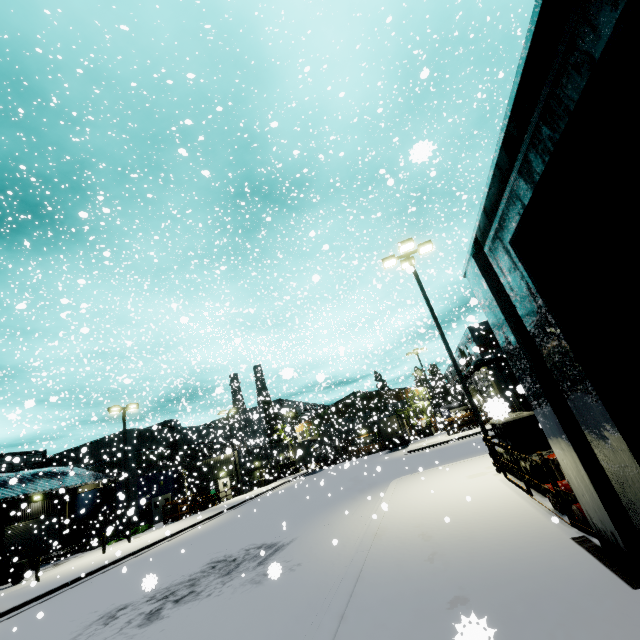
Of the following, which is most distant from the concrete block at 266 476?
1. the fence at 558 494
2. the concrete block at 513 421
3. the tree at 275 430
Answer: the fence at 558 494

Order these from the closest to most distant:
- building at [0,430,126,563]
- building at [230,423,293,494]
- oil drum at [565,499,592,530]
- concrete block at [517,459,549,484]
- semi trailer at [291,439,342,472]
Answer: oil drum at [565,499,592,530]
concrete block at [517,459,549,484]
building at [0,430,126,563]
semi trailer at [291,439,342,472]
building at [230,423,293,494]

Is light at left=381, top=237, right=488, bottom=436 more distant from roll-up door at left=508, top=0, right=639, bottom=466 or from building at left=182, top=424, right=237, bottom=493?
building at left=182, top=424, right=237, bottom=493

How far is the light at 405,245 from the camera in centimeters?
1269cm

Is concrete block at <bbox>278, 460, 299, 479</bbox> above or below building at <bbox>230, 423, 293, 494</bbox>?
below

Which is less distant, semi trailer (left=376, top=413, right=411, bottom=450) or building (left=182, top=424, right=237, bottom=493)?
building (left=182, top=424, right=237, bottom=493)

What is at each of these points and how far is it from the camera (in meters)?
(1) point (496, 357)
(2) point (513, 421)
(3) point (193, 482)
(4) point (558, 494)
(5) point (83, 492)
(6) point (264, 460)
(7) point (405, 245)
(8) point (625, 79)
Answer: (1) pipe, 35.62
(2) concrete block, 9.10
(3) building, 39.91
(4) fence, 5.89
(5) building, 34.50
(6) building, 45.03
(7) light, 14.46
(8) roll-up door, 2.36

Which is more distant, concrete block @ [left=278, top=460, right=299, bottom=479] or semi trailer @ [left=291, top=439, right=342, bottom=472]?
concrete block @ [left=278, top=460, right=299, bottom=479]
